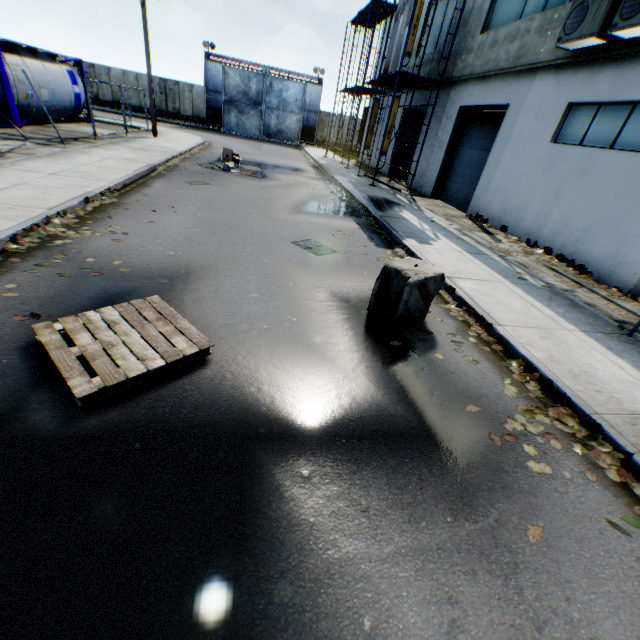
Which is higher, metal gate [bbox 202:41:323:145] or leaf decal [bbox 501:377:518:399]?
metal gate [bbox 202:41:323:145]

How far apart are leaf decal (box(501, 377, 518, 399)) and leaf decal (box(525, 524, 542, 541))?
0.6 meters

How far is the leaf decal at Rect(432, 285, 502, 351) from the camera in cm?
504

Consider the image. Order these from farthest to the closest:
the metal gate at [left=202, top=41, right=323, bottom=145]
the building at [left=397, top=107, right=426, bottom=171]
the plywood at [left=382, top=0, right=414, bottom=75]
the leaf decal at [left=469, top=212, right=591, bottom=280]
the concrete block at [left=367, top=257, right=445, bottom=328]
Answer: the metal gate at [left=202, top=41, right=323, bottom=145], the building at [left=397, top=107, right=426, bottom=171], the plywood at [left=382, top=0, right=414, bottom=75], the leaf decal at [left=469, top=212, right=591, bottom=280], the concrete block at [left=367, top=257, right=445, bottom=328]

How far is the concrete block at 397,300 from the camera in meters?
4.6

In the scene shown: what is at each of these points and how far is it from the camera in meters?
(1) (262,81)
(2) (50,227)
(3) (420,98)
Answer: (1) metal gate, 32.1
(2) leaf decal, 5.8
(3) building, 18.1

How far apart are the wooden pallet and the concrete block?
2.6m

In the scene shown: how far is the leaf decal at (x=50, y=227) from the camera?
5.1 meters
